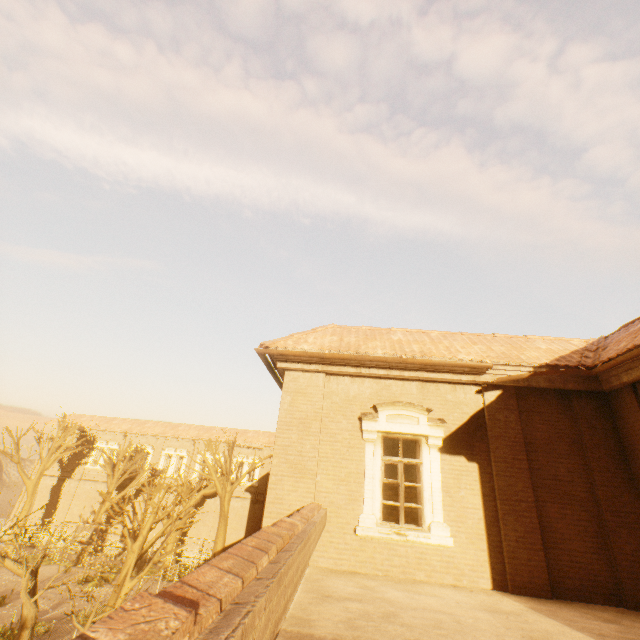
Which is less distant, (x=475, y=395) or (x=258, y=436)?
(x=475, y=395)
